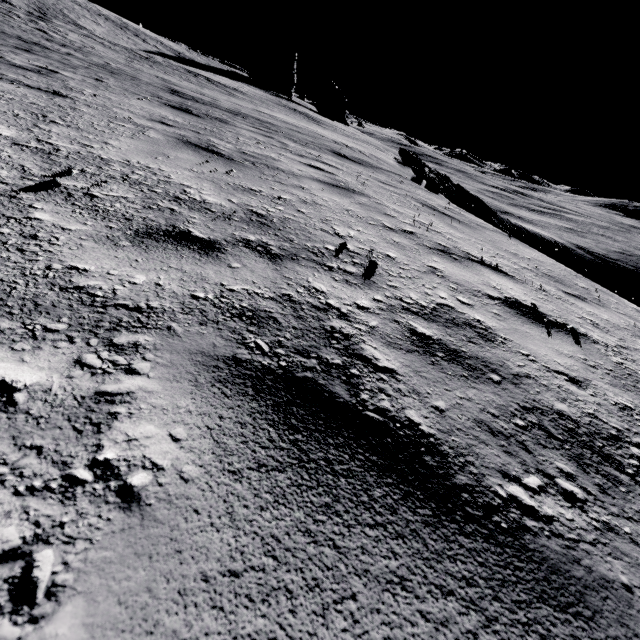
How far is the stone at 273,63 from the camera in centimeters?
5066cm

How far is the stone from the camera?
50.7m

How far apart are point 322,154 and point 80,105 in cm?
496
